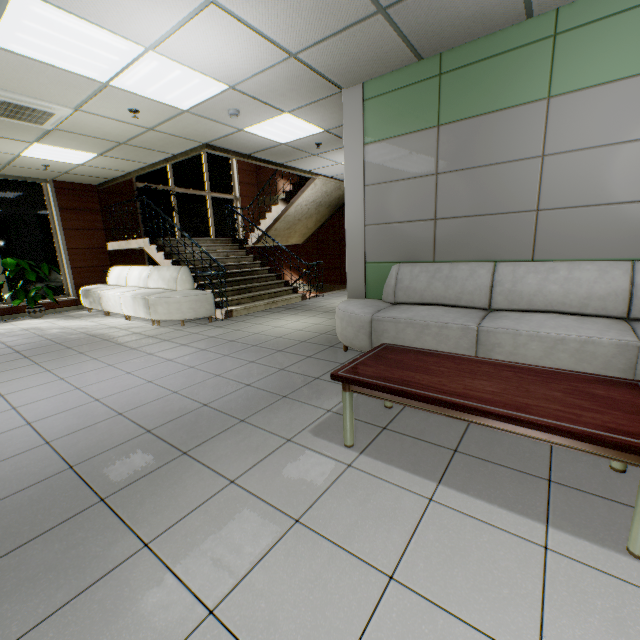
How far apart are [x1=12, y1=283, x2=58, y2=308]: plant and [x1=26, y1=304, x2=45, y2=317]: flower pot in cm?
26

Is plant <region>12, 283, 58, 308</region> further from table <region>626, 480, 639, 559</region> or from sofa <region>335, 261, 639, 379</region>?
table <region>626, 480, 639, 559</region>

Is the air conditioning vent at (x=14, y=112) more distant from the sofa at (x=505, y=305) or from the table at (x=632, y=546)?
the table at (x=632, y=546)

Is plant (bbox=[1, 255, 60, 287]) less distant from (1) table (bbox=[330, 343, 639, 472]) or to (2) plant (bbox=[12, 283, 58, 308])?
(2) plant (bbox=[12, 283, 58, 308])

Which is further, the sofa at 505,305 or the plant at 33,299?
the plant at 33,299

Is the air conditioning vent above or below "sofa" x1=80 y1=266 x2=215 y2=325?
above

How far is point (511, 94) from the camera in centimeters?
313cm

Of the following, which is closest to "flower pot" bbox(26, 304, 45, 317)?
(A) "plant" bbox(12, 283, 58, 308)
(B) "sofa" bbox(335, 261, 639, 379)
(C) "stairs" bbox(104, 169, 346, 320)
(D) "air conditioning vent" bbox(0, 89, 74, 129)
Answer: (A) "plant" bbox(12, 283, 58, 308)
